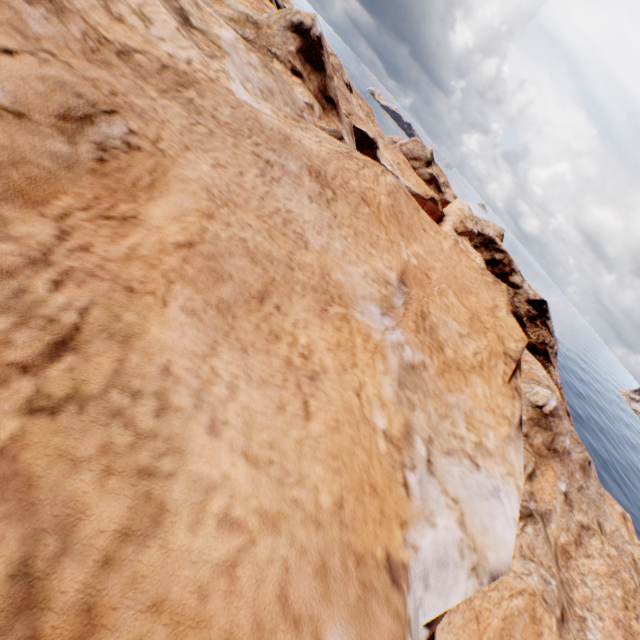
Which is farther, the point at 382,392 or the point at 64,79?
the point at 382,392
